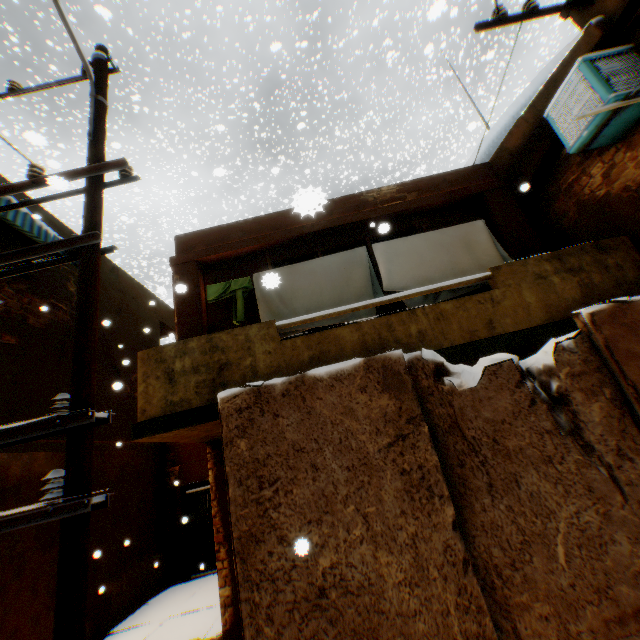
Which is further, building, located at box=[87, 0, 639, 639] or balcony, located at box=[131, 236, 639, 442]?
building, located at box=[87, 0, 639, 639]

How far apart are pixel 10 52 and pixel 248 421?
47.6m

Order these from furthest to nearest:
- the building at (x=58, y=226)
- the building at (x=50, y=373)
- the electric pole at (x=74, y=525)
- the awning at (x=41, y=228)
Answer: the building at (x=58, y=226), the building at (x=50, y=373), the awning at (x=41, y=228), the electric pole at (x=74, y=525)

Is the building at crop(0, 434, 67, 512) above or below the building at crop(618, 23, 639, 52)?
below

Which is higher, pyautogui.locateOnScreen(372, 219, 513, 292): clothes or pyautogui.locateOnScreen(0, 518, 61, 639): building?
pyautogui.locateOnScreen(372, 219, 513, 292): clothes

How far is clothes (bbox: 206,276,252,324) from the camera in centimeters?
538cm

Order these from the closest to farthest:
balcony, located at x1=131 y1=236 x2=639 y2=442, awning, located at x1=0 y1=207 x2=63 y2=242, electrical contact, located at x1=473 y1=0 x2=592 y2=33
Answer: balcony, located at x1=131 y1=236 x2=639 y2=442
electrical contact, located at x1=473 y1=0 x2=592 y2=33
awning, located at x1=0 y1=207 x2=63 y2=242

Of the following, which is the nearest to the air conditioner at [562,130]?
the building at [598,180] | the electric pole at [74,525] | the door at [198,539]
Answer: the building at [598,180]
